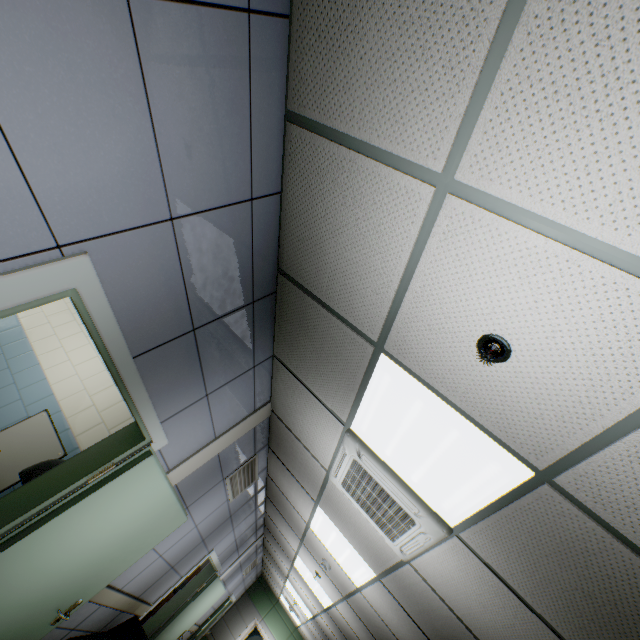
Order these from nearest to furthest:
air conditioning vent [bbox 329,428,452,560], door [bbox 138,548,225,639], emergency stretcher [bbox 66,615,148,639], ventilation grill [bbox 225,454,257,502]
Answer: air conditioning vent [bbox 329,428,452,560]
emergency stretcher [bbox 66,615,148,639]
ventilation grill [bbox 225,454,257,502]
door [bbox 138,548,225,639]

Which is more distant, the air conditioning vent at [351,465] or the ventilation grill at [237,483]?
the ventilation grill at [237,483]

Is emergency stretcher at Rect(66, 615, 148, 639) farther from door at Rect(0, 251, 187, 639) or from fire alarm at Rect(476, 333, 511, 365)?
fire alarm at Rect(476, 333, 511, 365)

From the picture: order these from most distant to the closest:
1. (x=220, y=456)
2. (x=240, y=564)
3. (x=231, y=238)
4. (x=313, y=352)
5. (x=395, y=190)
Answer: (x=240, y=564), (x=220, y=456), (x=313, y=352), (x=231, y=238), (x=395, y=190)

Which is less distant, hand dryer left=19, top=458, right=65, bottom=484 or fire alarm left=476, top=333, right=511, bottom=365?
fire alarm left=476, top=333, right=511, bottom=365

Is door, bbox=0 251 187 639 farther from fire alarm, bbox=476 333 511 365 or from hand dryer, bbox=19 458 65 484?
fire alarm, bbox=476 333 511 365

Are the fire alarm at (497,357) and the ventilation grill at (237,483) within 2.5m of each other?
no

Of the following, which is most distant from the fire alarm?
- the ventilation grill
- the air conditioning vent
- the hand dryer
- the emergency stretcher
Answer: the emergency stretcher
